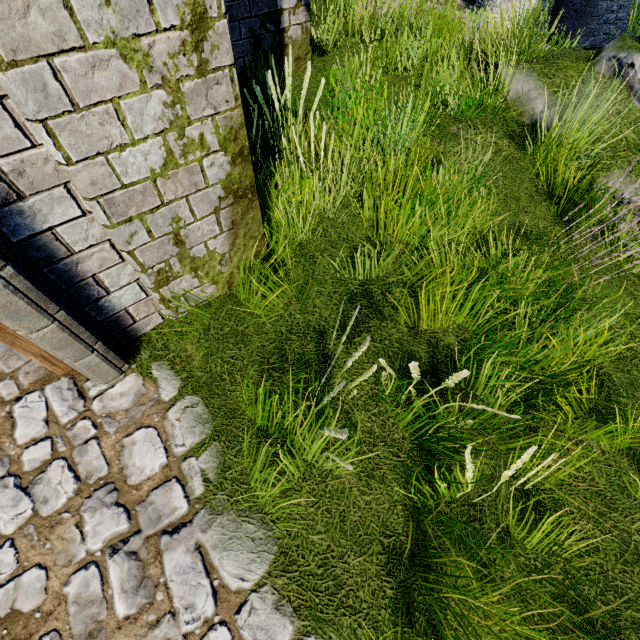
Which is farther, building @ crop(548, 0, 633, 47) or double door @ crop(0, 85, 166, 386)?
building @ crop(548, 0, 633, 47)

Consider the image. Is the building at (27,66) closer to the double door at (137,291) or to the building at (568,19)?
the double door at (137,291)

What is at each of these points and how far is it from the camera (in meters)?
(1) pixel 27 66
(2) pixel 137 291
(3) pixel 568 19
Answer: (1) building, 1.19
(2) double door, 2.23
(3) building, 18.44

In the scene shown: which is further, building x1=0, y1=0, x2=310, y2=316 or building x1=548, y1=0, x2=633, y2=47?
building x1=548, y1=0, x2=633, y2=47

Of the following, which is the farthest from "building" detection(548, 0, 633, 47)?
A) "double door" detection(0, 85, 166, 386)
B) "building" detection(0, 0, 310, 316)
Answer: "double door" detection(0, 85, 166, 386)
